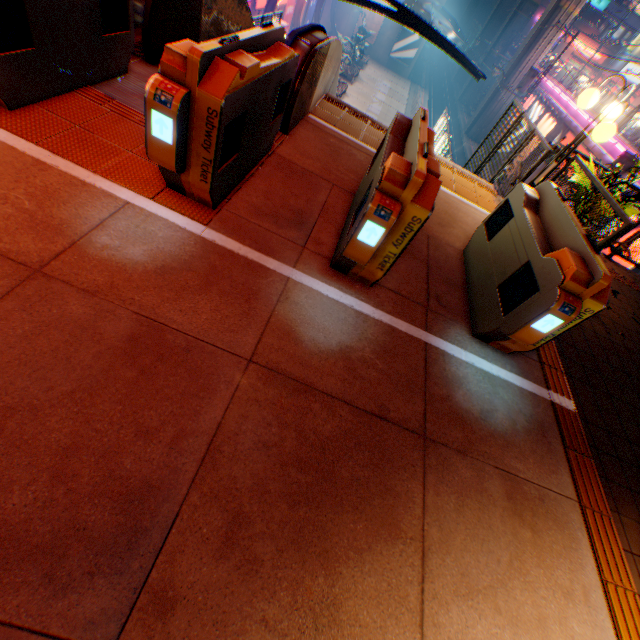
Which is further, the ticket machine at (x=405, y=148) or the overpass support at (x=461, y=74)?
the overpass support at (x=461, y=74)

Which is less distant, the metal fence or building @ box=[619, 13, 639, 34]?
the metal fence

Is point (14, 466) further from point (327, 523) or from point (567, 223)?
point (567, 223)

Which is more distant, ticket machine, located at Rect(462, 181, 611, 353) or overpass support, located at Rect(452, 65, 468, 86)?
overpass support, located at Rect(452, 65, 468, 86)

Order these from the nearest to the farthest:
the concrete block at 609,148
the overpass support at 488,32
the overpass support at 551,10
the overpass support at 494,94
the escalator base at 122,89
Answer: the escalator base at 122,89 → the concrete block at 609,148 → the overpass support at 551,10 → the overpass support at 494,94 → the overpass support at 488,32

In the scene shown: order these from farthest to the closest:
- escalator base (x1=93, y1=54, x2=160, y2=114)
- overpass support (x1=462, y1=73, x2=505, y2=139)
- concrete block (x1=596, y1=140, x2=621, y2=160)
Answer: overpass support (x1=462, y1=73, x2=505, y2=139) → concrete block (x1=596, y1=140, x2=621, y2=160) → escalator base (x1=93, y1=54, x2=160, y2=114)

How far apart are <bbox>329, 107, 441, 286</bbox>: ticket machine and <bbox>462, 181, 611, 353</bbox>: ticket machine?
1.21m

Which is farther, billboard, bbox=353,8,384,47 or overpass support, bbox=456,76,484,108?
overpass support, bbox=456,76,484,108
